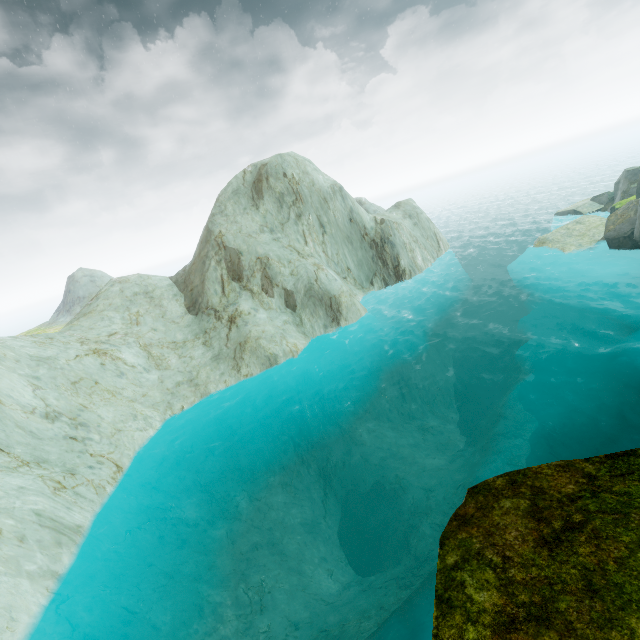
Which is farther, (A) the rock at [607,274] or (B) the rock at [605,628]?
(A) the rock at [607,274]

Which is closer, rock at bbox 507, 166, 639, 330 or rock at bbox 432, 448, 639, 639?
rock at bbox 432, 448, 639, 639

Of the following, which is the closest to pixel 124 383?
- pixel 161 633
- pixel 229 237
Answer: pixel 161 633

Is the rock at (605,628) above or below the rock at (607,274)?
above

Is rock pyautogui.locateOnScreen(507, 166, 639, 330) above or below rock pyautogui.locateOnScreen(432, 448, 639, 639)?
below
